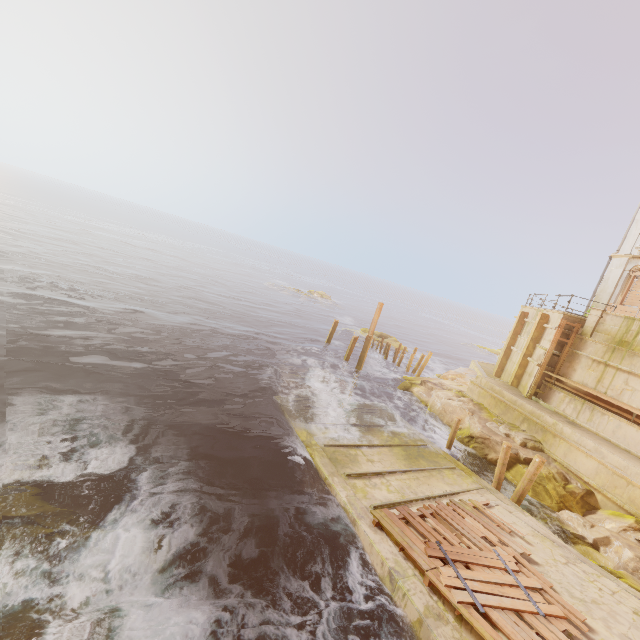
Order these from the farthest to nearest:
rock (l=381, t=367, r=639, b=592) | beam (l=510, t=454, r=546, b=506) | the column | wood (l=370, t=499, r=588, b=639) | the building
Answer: the column < the building < beam (l=510, t=454, r=546, b=506) < rock (l=381, t=367, r=639, b=592) < wood (l=370, t=499, r=588, b=639)

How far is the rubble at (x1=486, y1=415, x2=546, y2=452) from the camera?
15.2m

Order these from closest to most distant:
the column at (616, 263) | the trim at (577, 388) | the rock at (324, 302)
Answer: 1. the trim at (577, 388)
2. the column at (616, 263)
3. the rock at (324, 302)

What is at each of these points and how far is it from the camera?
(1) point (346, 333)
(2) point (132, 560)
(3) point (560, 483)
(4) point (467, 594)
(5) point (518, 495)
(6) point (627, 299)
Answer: (1) rock, 36.7 meters
(2) rock, 6.8 meters
(3) rock, 13.2 meters
(4) wood, 7.0 meters
(5) beam, 12.3 meters
(6) wood, 19.9 meters

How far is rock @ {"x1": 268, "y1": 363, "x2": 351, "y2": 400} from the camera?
17.5 meters

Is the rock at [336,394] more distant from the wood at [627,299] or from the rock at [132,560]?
the wood at [627,299]

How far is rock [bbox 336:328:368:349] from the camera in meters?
34.2 m

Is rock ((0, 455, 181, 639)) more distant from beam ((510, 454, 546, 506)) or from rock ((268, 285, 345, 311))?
rock ((268, 285, 345, 311))
